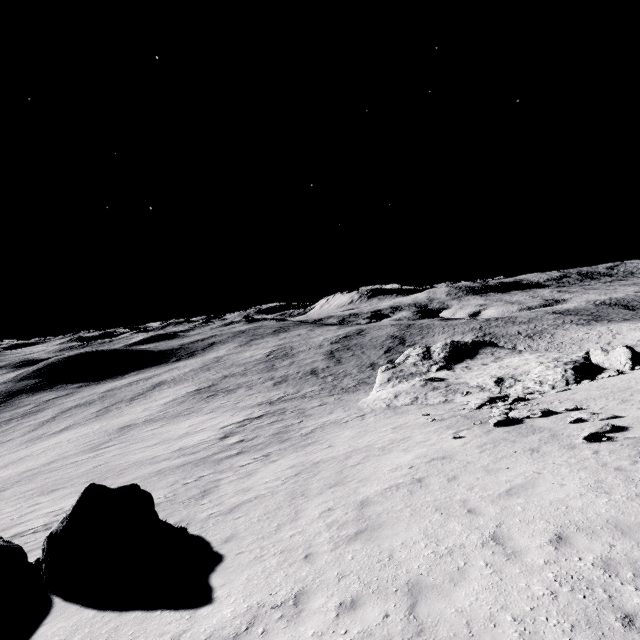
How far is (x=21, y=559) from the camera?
9.2 meters

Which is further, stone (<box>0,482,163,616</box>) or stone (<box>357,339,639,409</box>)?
stone (<box>357,339,639,409</box>)

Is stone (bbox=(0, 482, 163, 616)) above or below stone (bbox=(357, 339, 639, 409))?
above

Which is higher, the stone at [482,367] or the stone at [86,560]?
the stone at [86,560]

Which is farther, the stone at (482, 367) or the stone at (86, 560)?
the stone at (482, 367)
